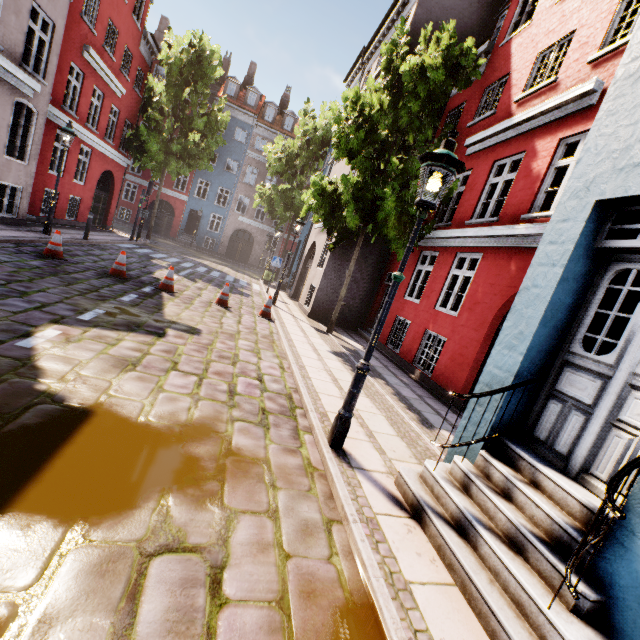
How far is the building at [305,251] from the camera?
13.23m

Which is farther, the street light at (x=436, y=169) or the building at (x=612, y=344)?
the street light at (x=436, y=169)

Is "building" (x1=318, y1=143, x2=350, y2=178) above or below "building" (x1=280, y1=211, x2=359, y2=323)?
above

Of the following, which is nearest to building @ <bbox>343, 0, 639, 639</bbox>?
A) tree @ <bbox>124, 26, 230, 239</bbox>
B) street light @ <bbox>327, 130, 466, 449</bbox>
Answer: street light @ <bbox>327, 130, 466, 449</bbox>

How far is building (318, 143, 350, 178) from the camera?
15.0m

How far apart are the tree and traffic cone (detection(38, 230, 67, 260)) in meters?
14.3

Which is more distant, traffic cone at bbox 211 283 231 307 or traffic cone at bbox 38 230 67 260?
traffic cone at bbox 211 283 231 307

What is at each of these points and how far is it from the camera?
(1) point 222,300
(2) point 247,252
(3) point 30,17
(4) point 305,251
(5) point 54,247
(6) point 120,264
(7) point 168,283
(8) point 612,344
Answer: (1) traffic cone, 10.2m
(2) building, 34.1m
(3) building, 10.3m
(4) building, 18.5m
(5) traffic cone, 8.8m
(6) traffic cone, 9.2m
(7) traffic cone, 9.6m
(8) building, 4.1m
